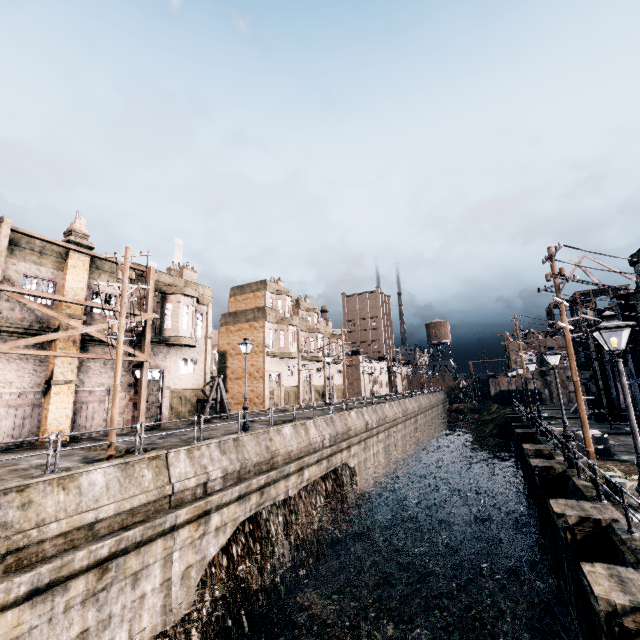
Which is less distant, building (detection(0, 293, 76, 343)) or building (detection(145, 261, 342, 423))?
building (detection(0, 293, 76, 343))

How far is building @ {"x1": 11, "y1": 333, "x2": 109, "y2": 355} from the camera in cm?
1898

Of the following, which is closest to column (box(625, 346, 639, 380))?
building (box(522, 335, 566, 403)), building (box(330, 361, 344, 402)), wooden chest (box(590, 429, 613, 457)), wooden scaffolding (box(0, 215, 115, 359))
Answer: building (box(522, 335, 566, 403))

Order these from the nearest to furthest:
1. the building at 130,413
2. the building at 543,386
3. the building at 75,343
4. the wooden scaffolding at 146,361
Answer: the building at 75,343 < the wooden scaffolding at 146,361 < the building at 130,413 < the building at 543,386

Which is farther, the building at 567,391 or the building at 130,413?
the building at 567,391

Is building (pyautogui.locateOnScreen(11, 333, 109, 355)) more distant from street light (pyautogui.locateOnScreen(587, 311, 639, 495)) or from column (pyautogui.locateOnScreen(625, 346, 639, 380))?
column (pyautogui.locateOnScreen(625, 346, 639, 380))

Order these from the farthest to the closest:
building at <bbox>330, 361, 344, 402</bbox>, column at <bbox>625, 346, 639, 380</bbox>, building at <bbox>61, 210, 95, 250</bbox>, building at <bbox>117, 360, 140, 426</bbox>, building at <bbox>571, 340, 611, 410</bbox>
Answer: building at <bbox>330, 361, 344, 402</bbox>
building at <bbox>571, 340, 611, 410</bbox>
column at <bbox>625, 346, 639, 380</bbox>
building at <bbox>117, 360, 140, 426</bbox>
building at <bbox>61, 210, 95, 250</bbox>

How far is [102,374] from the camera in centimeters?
2188cm
